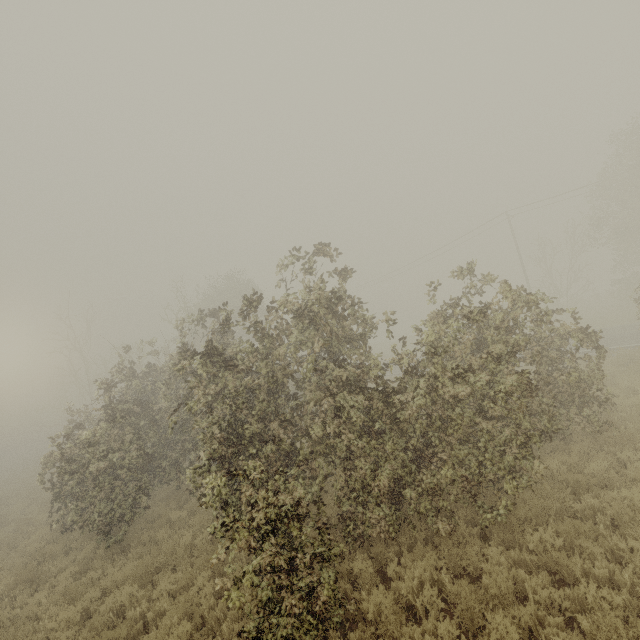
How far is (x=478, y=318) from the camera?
6.8m
